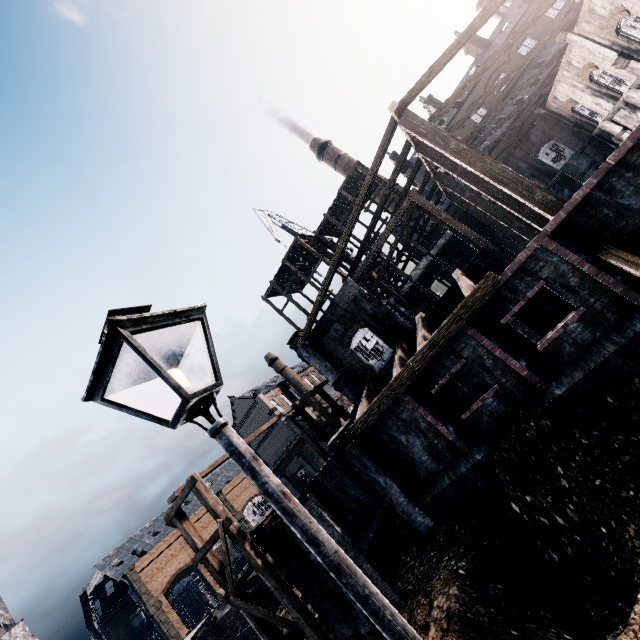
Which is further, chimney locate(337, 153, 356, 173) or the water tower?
chimney locate(337, 153, 356, 173)

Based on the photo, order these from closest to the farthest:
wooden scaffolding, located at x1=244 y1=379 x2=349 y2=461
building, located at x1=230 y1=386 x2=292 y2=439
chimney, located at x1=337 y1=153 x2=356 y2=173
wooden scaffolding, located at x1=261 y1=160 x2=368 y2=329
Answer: wooden scaffolding, located at x1=244 y1=379 x2=349 y2=461 < wooden scaffolding, located at x1=261 y1=160 x2=368 y2=329 < building, located at x1=230 y1=386 x2=292 y2=439 < chimney, located at x1=337 y1=153 x2=356 y2=173

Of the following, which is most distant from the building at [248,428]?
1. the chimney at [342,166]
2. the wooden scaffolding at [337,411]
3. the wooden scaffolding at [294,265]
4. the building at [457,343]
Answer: the chimney at [342,166]

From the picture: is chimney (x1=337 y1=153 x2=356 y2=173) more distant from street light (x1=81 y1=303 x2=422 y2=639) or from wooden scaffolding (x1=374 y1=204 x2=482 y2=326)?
street light (x1=81 y1=303 x2=422 y2=639)

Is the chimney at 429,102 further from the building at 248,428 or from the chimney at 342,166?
the building at 248,428

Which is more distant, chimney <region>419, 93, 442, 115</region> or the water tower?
chimney <region>419, 93, 442, 115</region>

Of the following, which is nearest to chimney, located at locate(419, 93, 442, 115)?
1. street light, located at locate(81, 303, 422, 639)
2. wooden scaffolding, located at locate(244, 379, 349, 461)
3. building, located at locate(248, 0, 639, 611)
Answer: building, located at locate(248, 0, 639, 611)

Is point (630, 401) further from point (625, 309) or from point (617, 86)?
point (617, 86)
